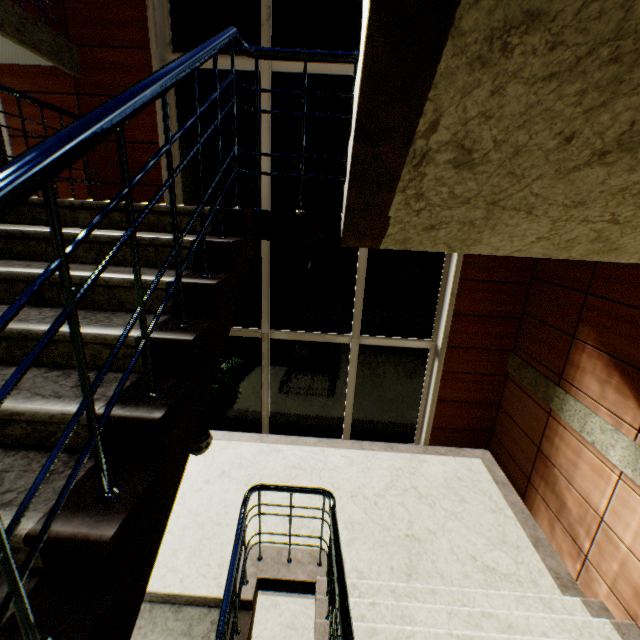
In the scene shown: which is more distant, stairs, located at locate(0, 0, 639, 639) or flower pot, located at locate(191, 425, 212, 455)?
flower pot, located at locate(191, 425, 212, 455)

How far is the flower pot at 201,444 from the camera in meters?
4.6 m

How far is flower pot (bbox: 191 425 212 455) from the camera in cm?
462

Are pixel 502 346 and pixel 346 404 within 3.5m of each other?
yes

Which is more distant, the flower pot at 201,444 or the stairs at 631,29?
the flower pot at 201,444
